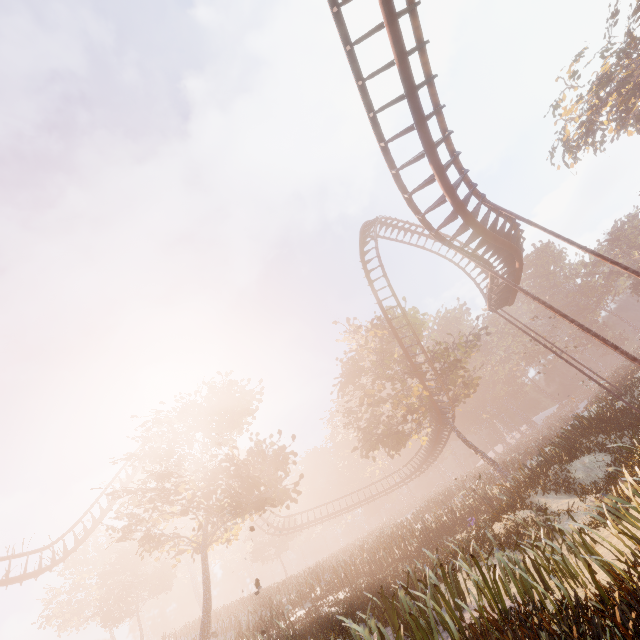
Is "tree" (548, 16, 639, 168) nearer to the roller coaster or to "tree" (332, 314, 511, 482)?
the roller coaster

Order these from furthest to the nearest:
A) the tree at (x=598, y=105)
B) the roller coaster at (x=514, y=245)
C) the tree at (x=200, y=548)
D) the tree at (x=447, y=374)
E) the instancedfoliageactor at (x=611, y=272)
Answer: the instancedfoliageactor at (x=611, y=272)
the tree at (x=598, y=105)
the tree at (x=447, y=374)
the tree at (x=200, y=548)
the roller coaster at (x=514, y=245)

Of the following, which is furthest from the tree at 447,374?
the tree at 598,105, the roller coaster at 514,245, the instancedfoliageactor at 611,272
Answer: the tree at 598,105

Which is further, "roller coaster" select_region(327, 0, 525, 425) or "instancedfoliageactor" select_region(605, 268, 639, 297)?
"instancedfoliageactor" select_region(605, 268, 639, 297)

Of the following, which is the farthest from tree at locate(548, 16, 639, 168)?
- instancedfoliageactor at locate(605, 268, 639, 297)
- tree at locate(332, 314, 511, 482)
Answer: tree at locate(332, 314, 511, 482)

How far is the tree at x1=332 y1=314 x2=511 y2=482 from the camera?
28.3 meters

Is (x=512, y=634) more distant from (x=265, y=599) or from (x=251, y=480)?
(x=265, y=599)
